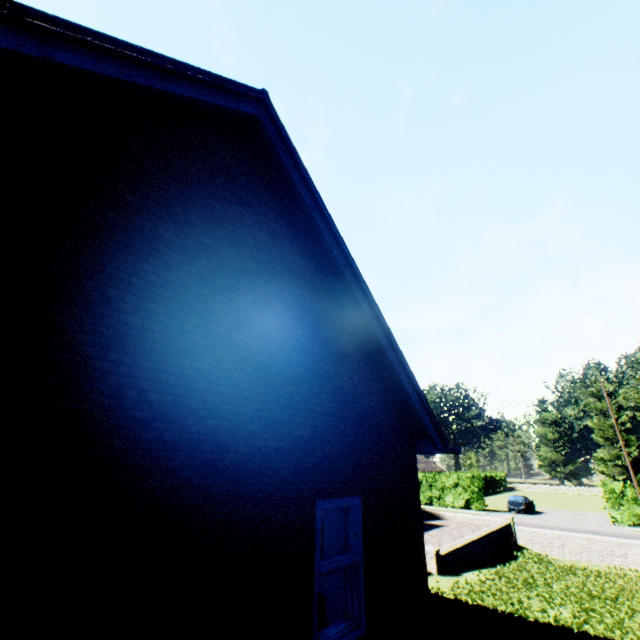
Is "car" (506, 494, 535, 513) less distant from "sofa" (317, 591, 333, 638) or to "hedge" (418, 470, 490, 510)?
"hedge" (418, 470, 490, 510)

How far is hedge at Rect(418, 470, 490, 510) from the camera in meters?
34.1

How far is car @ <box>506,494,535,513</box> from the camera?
32.3m

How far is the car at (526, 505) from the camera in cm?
3231

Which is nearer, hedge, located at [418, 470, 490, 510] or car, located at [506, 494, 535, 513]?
car, located at [506, 494, 535, 513]

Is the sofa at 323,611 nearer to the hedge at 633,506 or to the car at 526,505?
the hedge at 633,506

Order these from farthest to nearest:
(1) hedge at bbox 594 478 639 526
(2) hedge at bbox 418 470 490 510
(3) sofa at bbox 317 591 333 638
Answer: (2) hedge at bbox 418 470 490 510 → (1) hedge at bbox 594 478 639 526 → (3) sofa at bbox 317 591 333 638

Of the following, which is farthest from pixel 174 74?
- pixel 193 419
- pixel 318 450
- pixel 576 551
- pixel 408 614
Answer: pixel 576 551
